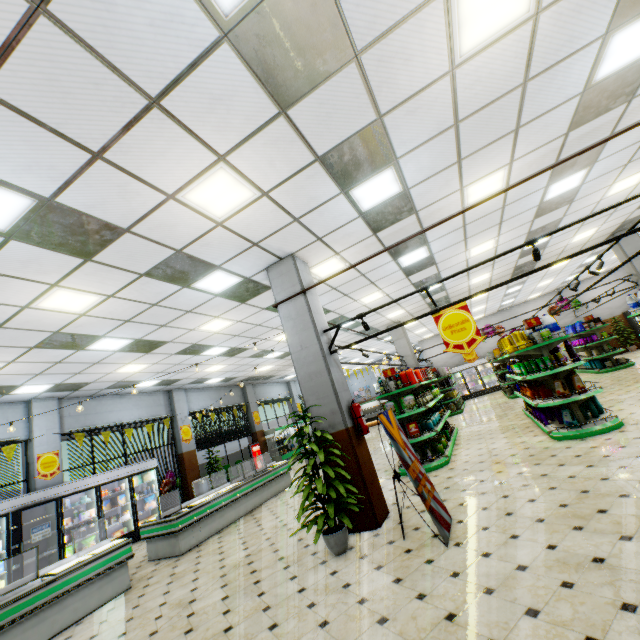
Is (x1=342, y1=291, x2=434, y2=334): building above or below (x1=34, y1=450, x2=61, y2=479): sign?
above

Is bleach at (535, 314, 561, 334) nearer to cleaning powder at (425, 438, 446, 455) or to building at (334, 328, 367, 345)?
building at (334, 328, 367, 345)

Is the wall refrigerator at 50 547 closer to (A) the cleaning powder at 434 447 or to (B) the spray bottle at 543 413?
(A) the cleaning powder at 434 447

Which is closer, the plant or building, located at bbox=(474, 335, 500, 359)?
the plant

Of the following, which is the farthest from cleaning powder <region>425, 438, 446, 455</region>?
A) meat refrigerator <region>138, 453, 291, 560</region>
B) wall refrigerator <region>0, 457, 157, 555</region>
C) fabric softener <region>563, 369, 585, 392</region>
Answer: wall refrigerator <region>0, 457, 157, 555</region>

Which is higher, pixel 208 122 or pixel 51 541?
pixel 208 122

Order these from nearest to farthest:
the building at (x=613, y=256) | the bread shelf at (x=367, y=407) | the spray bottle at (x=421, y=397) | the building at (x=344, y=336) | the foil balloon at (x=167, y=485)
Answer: the spray bottle at (x=421, y=397) < the foil balloon at (x=167, y=485) < the building at (x=613, y=256) < the building at (x=344, y=336) < the bread shelf at (x=367, y=407)

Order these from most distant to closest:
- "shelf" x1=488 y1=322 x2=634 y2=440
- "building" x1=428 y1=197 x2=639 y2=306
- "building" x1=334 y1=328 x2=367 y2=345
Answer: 1. "building" x1=334 y1=328 x2=367 y2=345
2. "building" x1=428 y1=197 x2=639 y2=306
3. "shelf" x1=488 y1=322 x2=634 y2=440
